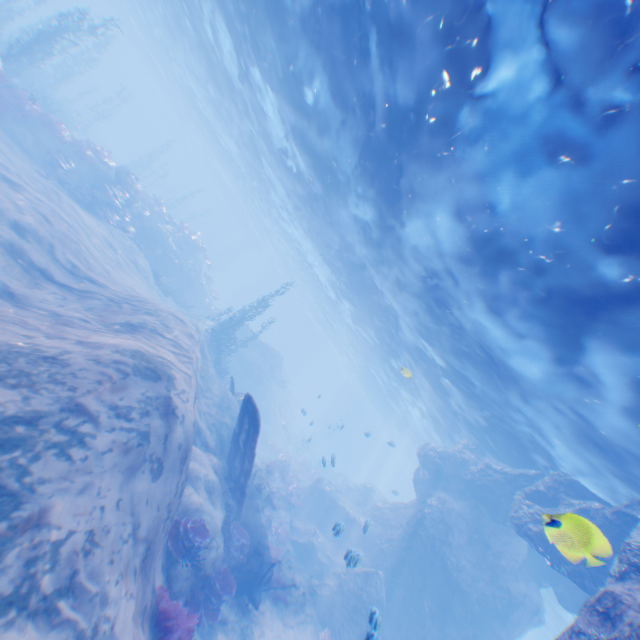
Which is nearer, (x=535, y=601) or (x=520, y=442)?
(x=520, y=442)

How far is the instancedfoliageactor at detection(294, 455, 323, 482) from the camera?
30.5 meters

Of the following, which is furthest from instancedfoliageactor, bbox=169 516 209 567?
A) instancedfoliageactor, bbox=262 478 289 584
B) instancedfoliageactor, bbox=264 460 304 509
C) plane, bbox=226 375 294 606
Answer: instancedfoliageactor, bbox=264 460 304 509

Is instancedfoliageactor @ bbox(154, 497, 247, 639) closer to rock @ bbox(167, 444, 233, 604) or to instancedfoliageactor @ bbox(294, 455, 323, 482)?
rock @ bbox(167, 444, 233, 604)

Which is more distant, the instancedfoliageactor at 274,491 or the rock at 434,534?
the instancedfoliageactor at 274,491

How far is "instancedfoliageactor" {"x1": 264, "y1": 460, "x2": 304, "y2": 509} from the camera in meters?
24.3 m

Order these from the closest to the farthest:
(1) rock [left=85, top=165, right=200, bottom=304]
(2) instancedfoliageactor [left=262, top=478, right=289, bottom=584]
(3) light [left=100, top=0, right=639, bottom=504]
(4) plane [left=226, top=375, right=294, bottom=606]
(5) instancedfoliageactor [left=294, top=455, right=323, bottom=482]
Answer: (3) light [left=100, top=0, right=639, bottom=504] < (4) plane [left=226, top=375, right=294, bottom=606] < (2) instancedfoliageactor [left=262, top=478, right=289, bottom=584] < (1) rock [left=85, top=165, right=200, bottom=304] < (5) instancedfoliageactor [left=294, top=455, right=323, bottom=482]

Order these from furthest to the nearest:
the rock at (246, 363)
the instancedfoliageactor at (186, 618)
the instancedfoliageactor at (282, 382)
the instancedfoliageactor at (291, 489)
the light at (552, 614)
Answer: the instancedfoliageactor at (282, 382), the rock at (246, 363), the light at (552, 614), the instancedfoliageactor at (291, 489), the instancedfoliageactor at (186, 618)
